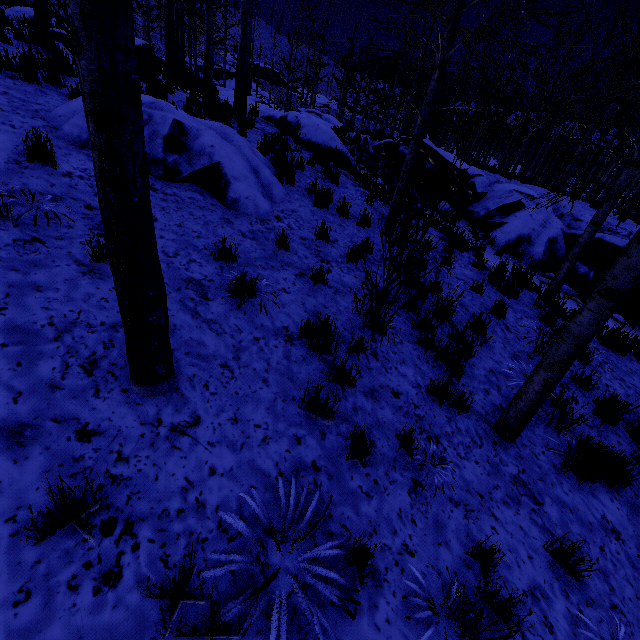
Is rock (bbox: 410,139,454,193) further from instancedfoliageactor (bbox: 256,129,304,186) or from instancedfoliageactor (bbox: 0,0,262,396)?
instancedfoliageactor (bbox: 0,0,262,396)

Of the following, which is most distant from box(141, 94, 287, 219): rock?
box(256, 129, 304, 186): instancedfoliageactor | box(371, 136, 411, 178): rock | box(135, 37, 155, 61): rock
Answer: box(135, 37, 155, 61): rock

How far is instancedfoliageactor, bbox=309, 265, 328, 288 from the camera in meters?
4.6 m

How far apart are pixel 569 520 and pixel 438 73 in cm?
675

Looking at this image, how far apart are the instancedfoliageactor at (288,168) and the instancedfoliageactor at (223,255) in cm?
416

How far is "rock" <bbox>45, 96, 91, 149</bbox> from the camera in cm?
482

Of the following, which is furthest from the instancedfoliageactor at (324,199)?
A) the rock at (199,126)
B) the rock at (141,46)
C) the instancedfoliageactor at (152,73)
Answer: the rock at (141,46)

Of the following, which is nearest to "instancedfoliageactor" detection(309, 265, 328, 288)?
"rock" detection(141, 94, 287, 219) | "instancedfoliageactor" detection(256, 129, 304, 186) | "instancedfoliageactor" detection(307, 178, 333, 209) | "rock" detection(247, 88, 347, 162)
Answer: "rock" detection(247, 88, 347, 162)
